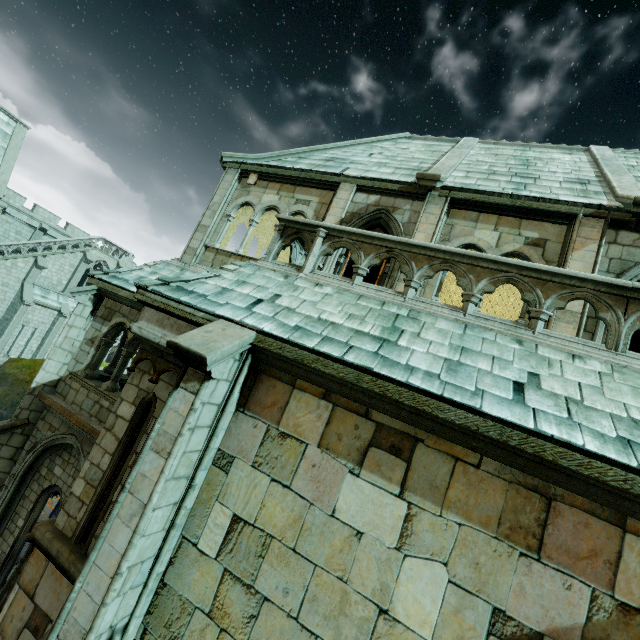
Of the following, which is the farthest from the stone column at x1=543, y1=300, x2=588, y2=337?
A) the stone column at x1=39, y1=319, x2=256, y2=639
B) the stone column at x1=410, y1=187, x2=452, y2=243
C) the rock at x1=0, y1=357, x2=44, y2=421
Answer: the rock at x1=0, y1=357, x2=44, y2=421

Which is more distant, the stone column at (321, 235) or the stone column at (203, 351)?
the stone column at (321, 235)

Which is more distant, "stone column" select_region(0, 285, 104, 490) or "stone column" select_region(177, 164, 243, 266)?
"stone column" select_region(177, 164, 243, 266)

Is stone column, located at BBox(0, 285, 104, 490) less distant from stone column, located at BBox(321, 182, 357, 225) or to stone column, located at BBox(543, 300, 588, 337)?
stone column, located at BBox(321, 182, 357, 225)

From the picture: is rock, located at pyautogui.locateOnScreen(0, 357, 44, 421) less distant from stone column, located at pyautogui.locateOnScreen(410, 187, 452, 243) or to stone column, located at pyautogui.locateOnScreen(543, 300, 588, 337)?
stone column, located at pyautogui.locateOnScreen(410, 187, 452, 243)

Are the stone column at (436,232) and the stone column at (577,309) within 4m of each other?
yes

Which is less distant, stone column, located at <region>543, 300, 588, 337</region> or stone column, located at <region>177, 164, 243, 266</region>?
stone column, located at <region>543, 300, 588, 337</region>

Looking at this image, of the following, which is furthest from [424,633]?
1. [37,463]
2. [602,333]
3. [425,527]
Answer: [37,463]
